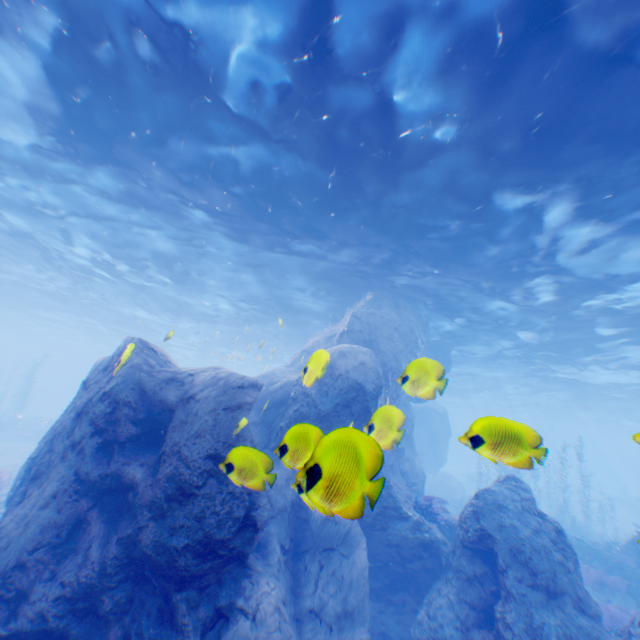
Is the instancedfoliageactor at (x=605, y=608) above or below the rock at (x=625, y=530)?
above

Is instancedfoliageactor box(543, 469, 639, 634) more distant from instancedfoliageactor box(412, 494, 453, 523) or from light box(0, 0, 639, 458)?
instancedfoliageactor box(412, 494, 453, 523)

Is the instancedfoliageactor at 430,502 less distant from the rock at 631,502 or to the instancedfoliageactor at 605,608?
the rock at 631,502

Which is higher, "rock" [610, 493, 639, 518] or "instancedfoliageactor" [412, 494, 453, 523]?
"instancedfoliageactor" [412, 494, 453, 523]

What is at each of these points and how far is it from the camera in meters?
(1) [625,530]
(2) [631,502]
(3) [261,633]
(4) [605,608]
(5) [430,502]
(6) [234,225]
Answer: (1) rock, 36.1 m
(2) rock, 35.6 m
(3) rock, 5.4 m
(4) instancedfoliageactor, 11.6 m
(5) instancedfoliageactor, 10.5 m
(6) light, 13.1 m

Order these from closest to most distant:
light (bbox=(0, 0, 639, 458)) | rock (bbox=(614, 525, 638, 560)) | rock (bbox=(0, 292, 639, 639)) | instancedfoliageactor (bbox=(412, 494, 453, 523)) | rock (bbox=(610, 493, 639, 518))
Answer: rock (bbox=(0, 292, 639, 639))
light (bbox=(0, 0, 639, 458))
instancedfoliageactor (bbox=(412, 494, 453, 523))
rock (bbox=(614, 525, 638, 560))
rock (bbox=(610, 493, 639, 518))

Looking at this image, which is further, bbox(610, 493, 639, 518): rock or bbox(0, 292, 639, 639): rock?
bbox(610, 493, 639, 518): rock
